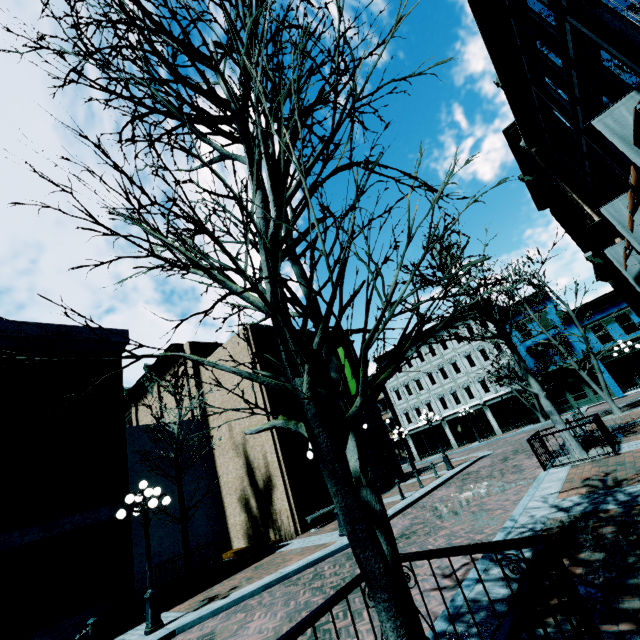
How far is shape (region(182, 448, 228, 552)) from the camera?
18.2m

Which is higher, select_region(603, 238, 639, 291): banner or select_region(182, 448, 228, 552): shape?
select_region(603, 238, 639, 291): banner

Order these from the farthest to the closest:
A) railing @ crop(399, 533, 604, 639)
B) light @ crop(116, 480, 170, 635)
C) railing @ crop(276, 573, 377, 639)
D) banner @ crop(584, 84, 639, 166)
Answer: light @ crop(116, 480, 170, 635)
banner @ crop(584, 84, 639, 166)
railing @ crop(276, 573, 377, 639)
railing @ crop(399, 533, 604, 639)

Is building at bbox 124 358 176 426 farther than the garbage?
Yes

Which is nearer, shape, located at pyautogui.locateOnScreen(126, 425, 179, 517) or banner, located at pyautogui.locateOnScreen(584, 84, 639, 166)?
banner, located at pyautogui.locateOnScreen(584, 84, 639, 166)

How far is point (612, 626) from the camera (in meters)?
3.20

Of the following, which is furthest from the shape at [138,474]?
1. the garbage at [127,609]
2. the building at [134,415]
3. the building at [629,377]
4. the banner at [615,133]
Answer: the building at [629,377]

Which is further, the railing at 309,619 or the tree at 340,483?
the railing at 309,619
